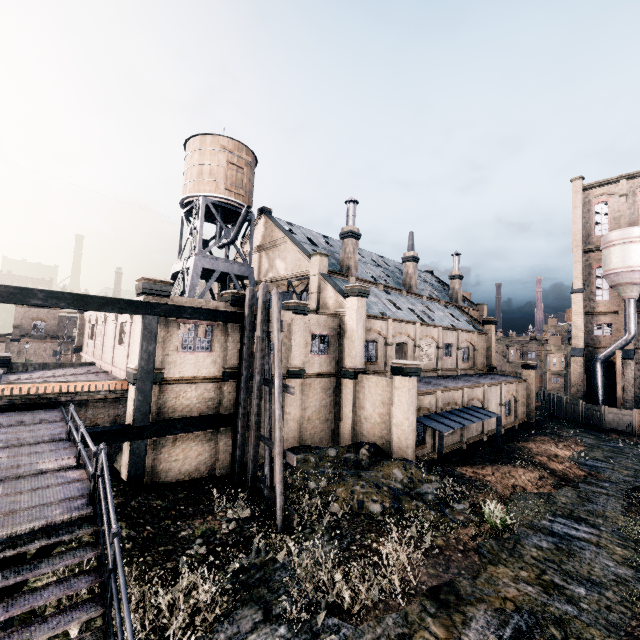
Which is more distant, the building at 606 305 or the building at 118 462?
the building at 606 305

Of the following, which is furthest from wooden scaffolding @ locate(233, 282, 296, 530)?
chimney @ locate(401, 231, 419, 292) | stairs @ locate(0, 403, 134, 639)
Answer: chimney @ locate(401, 231, 419, 292)

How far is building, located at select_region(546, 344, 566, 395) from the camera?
57.9 meters

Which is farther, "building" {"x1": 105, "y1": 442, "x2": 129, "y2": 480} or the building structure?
"building" {"x1": 105, "y1": 442, "x2": 129, "y2": 480}

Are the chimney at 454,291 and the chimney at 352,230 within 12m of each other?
no

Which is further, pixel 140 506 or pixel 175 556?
pixel 140 506

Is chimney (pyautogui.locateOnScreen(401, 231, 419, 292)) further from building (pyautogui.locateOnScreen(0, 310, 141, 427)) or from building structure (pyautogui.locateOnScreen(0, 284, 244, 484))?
building structure (pyautogui.locateOnScreen(0, 284, 244, 484))

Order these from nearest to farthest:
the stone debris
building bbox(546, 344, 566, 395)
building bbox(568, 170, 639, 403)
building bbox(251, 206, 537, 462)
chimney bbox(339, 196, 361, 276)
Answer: the stone debris
building bbox(251, 206, 537, 462)
chimney bbox(339, 196, 361, 276)
building bbox(568, 170, 639, 403)
building bbox(546, 344, 566, 395)
